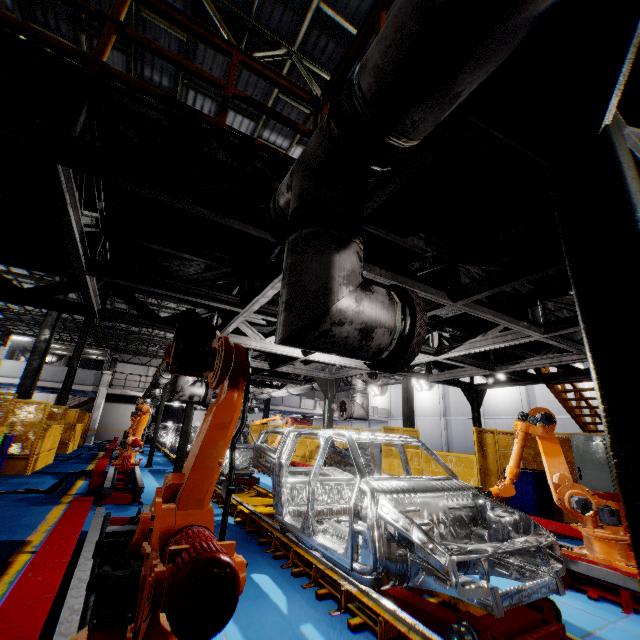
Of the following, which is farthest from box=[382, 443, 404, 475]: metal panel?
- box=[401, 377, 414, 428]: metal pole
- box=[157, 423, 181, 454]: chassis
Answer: box=[157, 423, 181, 454]: chassis

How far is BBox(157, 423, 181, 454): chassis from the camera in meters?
16.3

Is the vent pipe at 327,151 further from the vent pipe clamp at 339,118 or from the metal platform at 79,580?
the metal platform at 79,580

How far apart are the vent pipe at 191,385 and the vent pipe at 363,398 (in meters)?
3.64

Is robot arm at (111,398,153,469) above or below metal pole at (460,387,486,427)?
below

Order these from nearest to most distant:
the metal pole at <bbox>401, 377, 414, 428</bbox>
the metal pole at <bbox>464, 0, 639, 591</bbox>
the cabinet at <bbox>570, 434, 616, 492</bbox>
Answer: the metal pole at <bbox>464, 0, 639, 591</bbox>
the cabinet at <bbox>570, 434, 616, 492</bbox>
the metal pole at <bbox>401, 377, 414, 428</bbox>

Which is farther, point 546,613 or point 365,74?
point 546,613

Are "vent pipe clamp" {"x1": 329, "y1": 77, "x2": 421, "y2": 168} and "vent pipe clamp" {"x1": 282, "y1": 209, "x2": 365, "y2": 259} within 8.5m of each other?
yes
